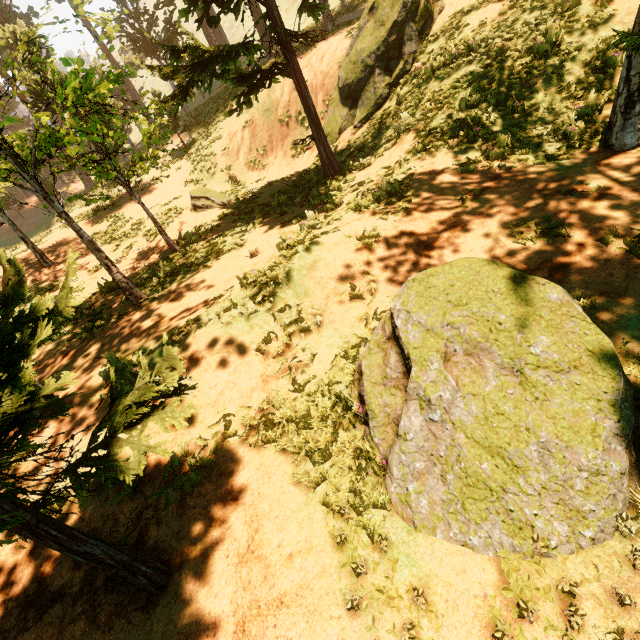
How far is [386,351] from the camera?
4.10m

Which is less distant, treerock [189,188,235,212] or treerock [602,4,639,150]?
treerock [602,4,639,150]

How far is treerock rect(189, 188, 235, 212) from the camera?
14.3m

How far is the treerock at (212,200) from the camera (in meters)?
14.31

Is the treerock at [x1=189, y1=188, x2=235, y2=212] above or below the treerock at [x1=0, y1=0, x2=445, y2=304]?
below

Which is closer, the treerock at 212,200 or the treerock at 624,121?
the treerock at 624,121

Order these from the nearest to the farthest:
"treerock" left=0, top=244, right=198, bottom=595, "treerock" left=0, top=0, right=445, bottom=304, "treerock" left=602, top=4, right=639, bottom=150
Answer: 1. "treerock" left=0, top=244, right=198, bottom=595
2. "treerock" left=602, top=4, right=639, bottom=150
3. "treerock" left=0, top=0, right=445, bottom=304
